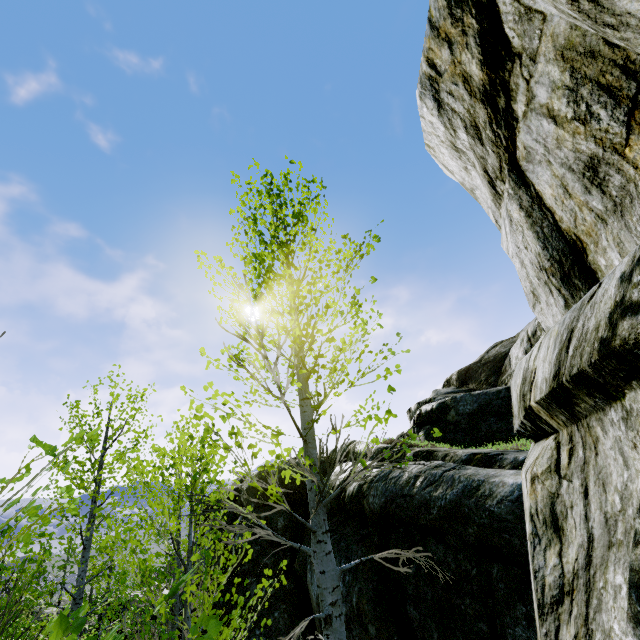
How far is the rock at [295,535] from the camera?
7.8 meters

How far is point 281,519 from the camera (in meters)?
8.14

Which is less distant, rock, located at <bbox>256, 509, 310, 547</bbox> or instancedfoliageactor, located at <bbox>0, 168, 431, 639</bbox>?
instancedfoliageactor, located at <bbox>0, 168, 431, 639</bbox>

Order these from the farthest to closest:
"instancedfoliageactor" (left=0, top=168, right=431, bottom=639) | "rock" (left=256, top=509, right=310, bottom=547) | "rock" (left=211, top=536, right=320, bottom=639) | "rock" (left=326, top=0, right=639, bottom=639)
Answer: "rock" (left=256, top=509, right=310, bottom=547) → "rock" (left=211, top=536, right=320, bottom=639) → "instancedfoliageactor" (left=0, top=168, right=431, bottom=639) → "rock" (left=326, top=0, right=639, bottom=639)

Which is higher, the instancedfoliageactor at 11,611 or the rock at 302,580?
the instancedfoliageactor at 11,611

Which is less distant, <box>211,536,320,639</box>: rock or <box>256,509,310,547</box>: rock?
<box>211,536,320,639</box>: rock
